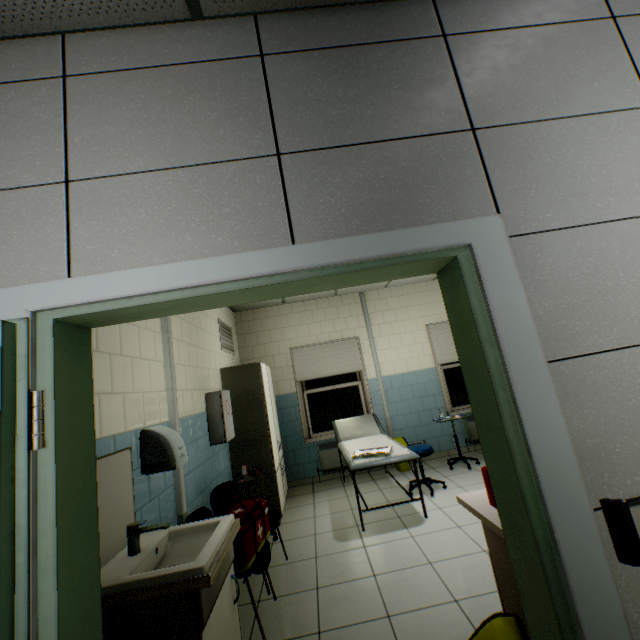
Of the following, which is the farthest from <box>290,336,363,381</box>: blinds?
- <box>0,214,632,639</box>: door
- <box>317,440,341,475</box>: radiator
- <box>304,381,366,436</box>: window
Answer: <box>0,214,632,639</box>: door

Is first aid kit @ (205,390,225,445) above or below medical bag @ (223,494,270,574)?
above

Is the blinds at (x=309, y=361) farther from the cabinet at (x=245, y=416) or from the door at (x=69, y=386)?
the door at (x=69, y=386)

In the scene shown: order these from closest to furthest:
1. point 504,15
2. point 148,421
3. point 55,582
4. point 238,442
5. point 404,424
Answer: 1. point 55,582
2. point 504,15
3. point 148,421
4. point 238,442
5. point 404,424

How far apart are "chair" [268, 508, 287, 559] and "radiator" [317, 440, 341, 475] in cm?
233

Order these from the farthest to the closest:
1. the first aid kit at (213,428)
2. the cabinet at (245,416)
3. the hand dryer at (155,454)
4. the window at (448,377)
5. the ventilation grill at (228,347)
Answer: the window at (448,377) < the ventilation grill at (228,347) < the cabinet at (245,416) < the first aid kit at (213,428) < the hand dryer at (155,454)

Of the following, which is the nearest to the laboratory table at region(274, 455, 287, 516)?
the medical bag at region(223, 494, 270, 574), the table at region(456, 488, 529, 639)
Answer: the medical bag at region(223, 494, 270, 574)

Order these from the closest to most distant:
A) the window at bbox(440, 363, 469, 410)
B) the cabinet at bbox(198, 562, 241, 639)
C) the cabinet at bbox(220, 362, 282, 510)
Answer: the cabinet at bbox(198, 562, 241, 639) → the cabinet at bbox(220, 362, 282, 510) → the window at bbox(440, 363, 469, 410)
